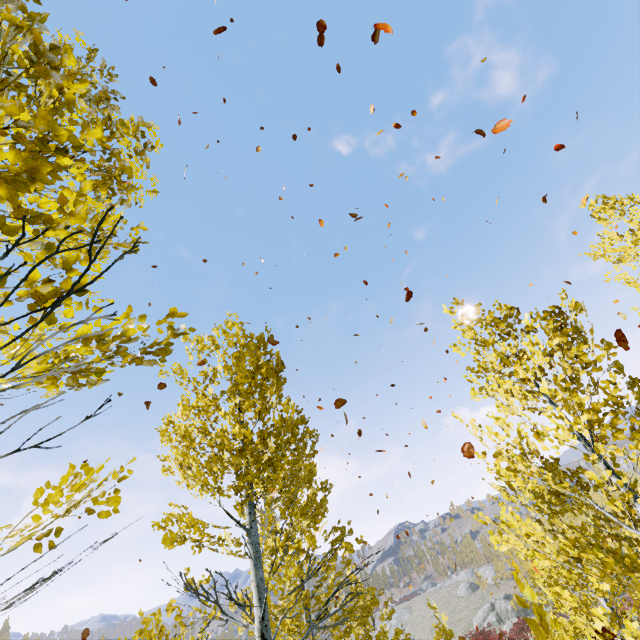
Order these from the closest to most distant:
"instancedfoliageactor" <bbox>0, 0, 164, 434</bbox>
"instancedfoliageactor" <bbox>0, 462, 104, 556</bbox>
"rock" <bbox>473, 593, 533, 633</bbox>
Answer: "instancedfoliageactor" <bbox>0, 0, 164, 434</bbox> → "instancedfoliageactor" <bbox>0, 462, 104, 556</bbox> → "rock" <bbox>473, 593, 533, 633</bbox>

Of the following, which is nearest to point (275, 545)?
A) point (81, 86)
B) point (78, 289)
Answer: point (78, 289)

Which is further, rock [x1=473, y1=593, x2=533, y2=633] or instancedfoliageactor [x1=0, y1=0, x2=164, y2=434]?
rock [x1=473, y1=593, x2=533, y2=633]

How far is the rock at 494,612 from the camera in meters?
45.0

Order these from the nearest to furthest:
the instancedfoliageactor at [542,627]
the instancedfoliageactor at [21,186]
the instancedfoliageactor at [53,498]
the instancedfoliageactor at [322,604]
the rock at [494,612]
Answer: the instancedfoliageactor at [21,186] → the instancedfoliageactor at [53,498] → the instancedfoliageactor at [542,627] → the instancedfoliageactor at [322,604] → the rock at [494,612]

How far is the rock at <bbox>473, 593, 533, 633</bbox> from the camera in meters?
45.0 m
